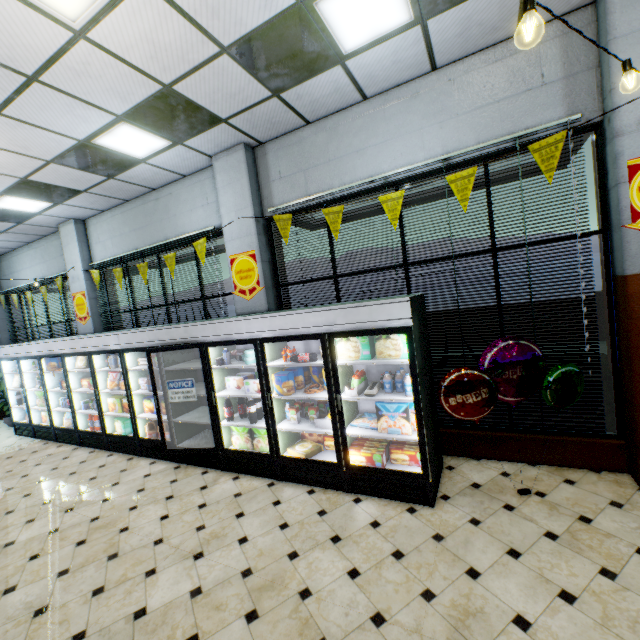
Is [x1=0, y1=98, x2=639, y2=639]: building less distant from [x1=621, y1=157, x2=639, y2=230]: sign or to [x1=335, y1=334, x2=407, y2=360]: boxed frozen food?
[x1=621, y1=157, x2=639, y2=230]: sign

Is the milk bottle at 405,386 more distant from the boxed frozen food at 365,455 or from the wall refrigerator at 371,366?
the boxed frozen food at 365,455

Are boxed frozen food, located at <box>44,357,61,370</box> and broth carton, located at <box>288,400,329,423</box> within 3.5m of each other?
no

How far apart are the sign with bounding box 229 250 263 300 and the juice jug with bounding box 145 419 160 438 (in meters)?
2.80

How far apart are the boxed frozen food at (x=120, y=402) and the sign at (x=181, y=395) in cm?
198

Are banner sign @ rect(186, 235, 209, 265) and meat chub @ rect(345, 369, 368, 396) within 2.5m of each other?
no

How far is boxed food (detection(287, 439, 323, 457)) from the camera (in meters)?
4.31

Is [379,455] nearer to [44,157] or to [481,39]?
[481,39]
